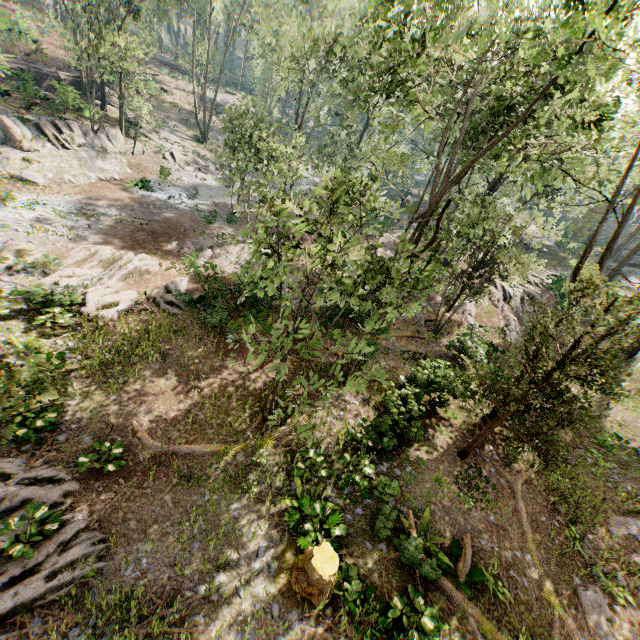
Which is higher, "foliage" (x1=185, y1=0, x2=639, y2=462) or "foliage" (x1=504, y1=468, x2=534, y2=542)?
"foliage" (x1=185, y1=0, x2=639, y2=462)

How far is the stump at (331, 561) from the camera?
8.0 meters

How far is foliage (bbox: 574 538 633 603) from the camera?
11.0m

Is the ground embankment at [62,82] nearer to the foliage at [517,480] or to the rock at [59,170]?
the foliage at [517,480]

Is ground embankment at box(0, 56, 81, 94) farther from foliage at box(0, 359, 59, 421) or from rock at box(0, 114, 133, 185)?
rock at box(0, 114, 133, 185)

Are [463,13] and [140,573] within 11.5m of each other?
no
